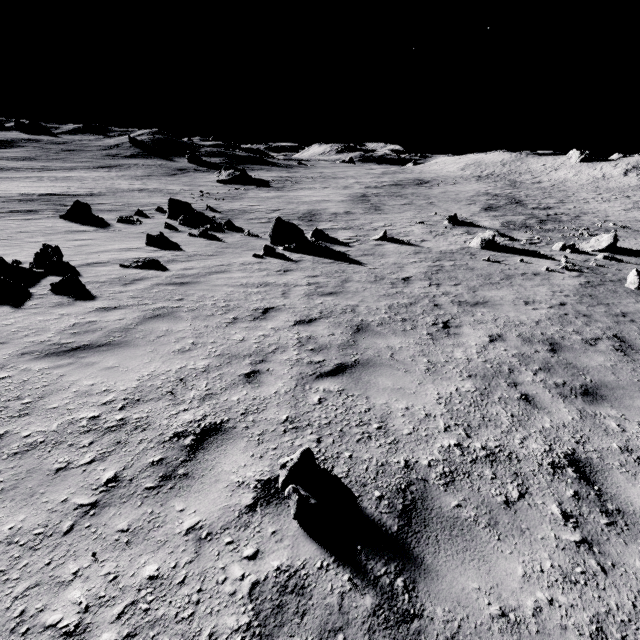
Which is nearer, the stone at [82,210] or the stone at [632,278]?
the stone at [632,278]

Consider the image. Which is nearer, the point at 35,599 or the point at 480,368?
the point at 35,599

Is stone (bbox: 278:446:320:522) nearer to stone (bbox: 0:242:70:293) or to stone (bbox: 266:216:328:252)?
stone (bbox: 0:242:70:293)

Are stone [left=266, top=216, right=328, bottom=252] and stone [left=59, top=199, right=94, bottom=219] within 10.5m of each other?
no

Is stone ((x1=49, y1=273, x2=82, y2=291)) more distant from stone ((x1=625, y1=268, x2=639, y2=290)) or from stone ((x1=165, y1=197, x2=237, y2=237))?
stone ((x1=625, y1=268, x2=639, y2=290))

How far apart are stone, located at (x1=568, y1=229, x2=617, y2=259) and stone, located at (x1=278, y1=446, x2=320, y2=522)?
20.9m

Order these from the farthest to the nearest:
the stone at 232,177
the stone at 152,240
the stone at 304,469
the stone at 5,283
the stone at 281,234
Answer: the stone at 232,177, the stone at 281,234, the stone at 152,240, the stone at 5,283, the stone at 304,469

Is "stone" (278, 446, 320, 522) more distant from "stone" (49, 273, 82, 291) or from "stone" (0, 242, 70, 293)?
"stone" (0, 242, 70, 293)
